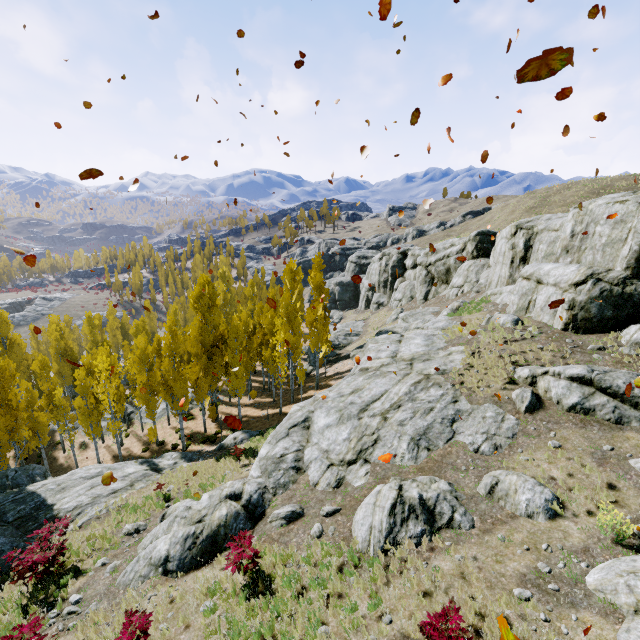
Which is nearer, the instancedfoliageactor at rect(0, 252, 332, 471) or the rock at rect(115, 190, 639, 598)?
the rock at rect(115, 190, 639, 598)

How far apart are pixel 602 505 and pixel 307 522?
8.2 meters

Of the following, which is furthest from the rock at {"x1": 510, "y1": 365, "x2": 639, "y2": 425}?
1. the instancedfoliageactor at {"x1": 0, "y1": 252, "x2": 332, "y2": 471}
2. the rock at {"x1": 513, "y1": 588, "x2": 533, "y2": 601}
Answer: the rock at {"x1": 513, "y1": 588, "x2": 533, "y2": 601}

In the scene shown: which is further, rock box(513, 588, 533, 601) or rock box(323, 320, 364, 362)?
rock box(323, 320, 364, 362)

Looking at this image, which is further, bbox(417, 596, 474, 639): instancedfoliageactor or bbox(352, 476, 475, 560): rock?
bbox(352, 476, 475, 560): rock

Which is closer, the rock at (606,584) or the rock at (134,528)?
the rock at (606,584)

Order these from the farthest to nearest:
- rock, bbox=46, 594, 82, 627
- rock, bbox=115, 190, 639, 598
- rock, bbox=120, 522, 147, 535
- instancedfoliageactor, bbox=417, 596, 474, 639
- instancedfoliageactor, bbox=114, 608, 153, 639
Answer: rock, bbox=120, 522, 147, 535 → rock, bbox=115, 190, 639, 598 → rock, bbox=46, 594, 82, 627 → instancedfoliageactor, bbox=114, 608, 153, 639 → instancedfoliageactor, bbox=417, 596, 474, 639
